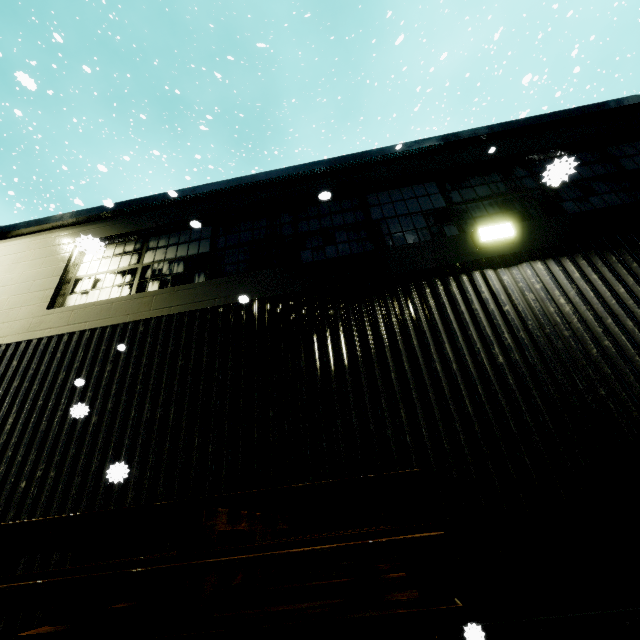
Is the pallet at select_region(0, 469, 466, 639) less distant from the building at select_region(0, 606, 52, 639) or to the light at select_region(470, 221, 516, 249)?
the building at select_region(0, 606, 52, 639)

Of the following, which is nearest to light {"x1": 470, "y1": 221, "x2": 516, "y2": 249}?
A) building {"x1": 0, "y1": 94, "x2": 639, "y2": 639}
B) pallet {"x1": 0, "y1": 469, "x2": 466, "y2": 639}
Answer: building {"x1": 0, "y1": 94, "x2": 639, "y2": 639}

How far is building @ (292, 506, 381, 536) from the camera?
2.9 meters

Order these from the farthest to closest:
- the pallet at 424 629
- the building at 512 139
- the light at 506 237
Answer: the light at 506 237, the building at 512 139, the pallet at 424 629

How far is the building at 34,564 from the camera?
3.04m

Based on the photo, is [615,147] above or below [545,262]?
above

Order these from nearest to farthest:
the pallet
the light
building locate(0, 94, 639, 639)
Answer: the pallet → building locate(0, 94, 639, 639) → the light
